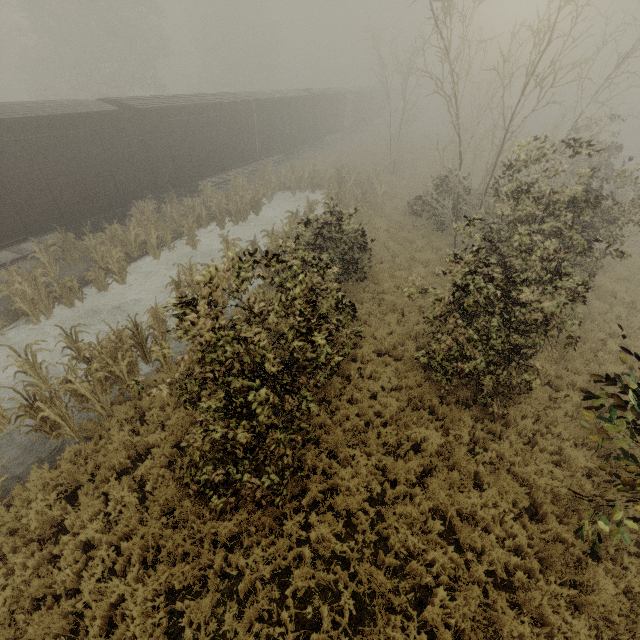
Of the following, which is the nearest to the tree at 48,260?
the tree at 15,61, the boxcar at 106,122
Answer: the boxcar at 106,122

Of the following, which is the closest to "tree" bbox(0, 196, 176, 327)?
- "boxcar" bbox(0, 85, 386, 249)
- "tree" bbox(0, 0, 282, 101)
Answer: "boxcar" bbox(0, 85, 386, 249)

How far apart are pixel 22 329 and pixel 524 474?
15.3 meters

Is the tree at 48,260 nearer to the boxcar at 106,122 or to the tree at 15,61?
the boxcar at 106,122

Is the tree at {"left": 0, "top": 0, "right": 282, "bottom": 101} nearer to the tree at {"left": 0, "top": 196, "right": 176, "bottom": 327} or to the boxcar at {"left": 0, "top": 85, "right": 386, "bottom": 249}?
the boxcar at {"left": 0, "top": 85, "right": 386, "bottom": 249}
